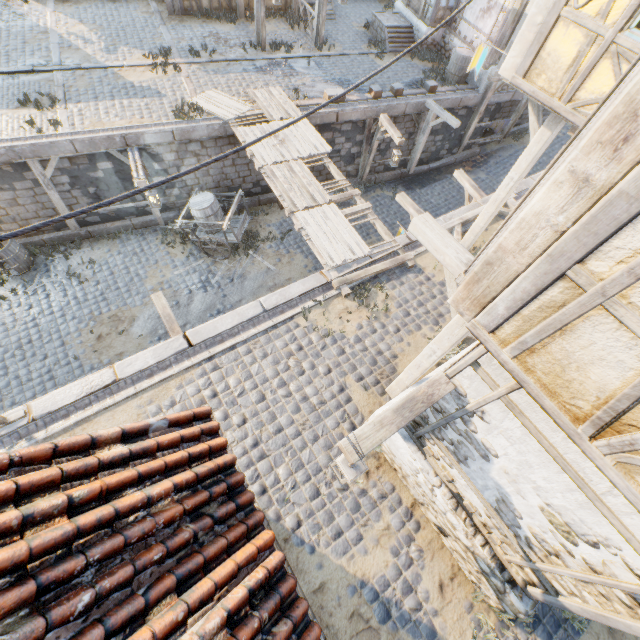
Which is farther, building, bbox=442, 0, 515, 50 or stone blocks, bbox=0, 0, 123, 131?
A: building, bbox=442, 0, 515, 50

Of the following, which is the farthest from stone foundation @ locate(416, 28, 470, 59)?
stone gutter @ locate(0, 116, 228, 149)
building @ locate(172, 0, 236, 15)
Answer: stone gutter @ locate(0, 116, 228, 149)

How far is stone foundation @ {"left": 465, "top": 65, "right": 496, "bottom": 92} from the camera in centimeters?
1375cm

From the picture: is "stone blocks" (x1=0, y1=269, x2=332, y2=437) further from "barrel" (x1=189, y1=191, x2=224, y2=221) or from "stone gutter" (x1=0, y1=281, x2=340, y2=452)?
"barrel" (x1=189, y1=191, x2=224, y2=221)

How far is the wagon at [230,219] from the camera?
10.7m

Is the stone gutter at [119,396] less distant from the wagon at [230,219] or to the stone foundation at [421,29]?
the wagon at [230,219]

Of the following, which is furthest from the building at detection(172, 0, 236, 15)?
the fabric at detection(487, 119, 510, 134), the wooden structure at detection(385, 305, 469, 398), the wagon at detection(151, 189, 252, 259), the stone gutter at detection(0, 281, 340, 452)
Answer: the wooden structure at detection(385, 305, 469, 398)

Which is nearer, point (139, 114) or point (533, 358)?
point (533, 358)
